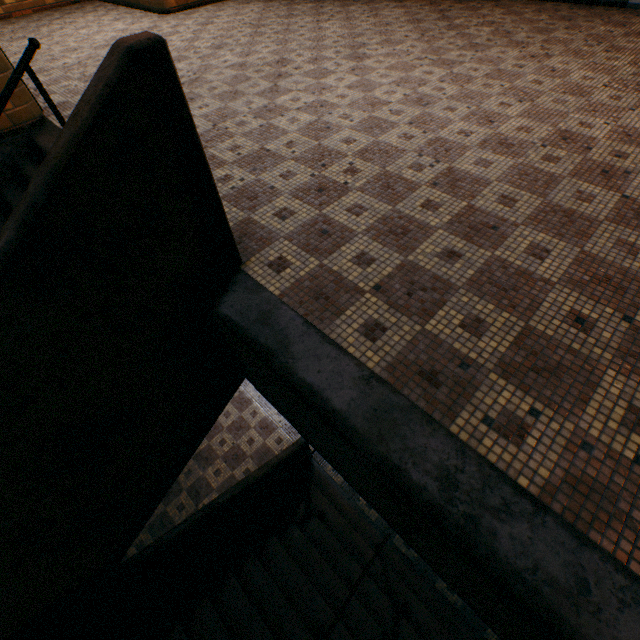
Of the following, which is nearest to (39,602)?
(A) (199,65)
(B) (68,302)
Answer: (B) (68,302)
